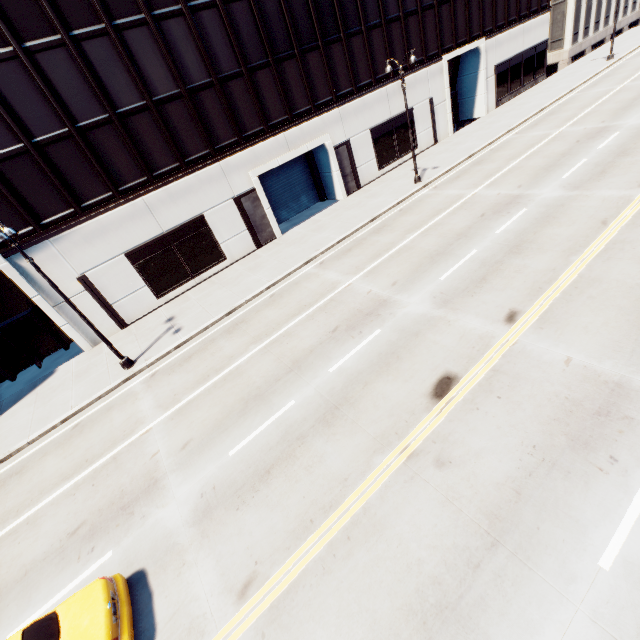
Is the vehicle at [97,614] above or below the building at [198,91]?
below

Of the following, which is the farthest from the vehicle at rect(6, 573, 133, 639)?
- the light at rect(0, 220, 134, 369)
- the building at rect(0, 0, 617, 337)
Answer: the building at rect(0, 0, 617, 337)

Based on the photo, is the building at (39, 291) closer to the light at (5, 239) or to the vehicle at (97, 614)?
the light at (5, 239)

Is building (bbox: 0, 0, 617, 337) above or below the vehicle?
above

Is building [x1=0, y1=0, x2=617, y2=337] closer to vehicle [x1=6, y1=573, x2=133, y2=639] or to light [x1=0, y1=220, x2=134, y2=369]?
light [x1=0, y1=220, x2=134, y2=369]

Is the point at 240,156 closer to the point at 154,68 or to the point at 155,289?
the point at 154,68

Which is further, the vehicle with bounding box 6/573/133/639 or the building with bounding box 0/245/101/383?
the building with bounding box 0/245/101/383
